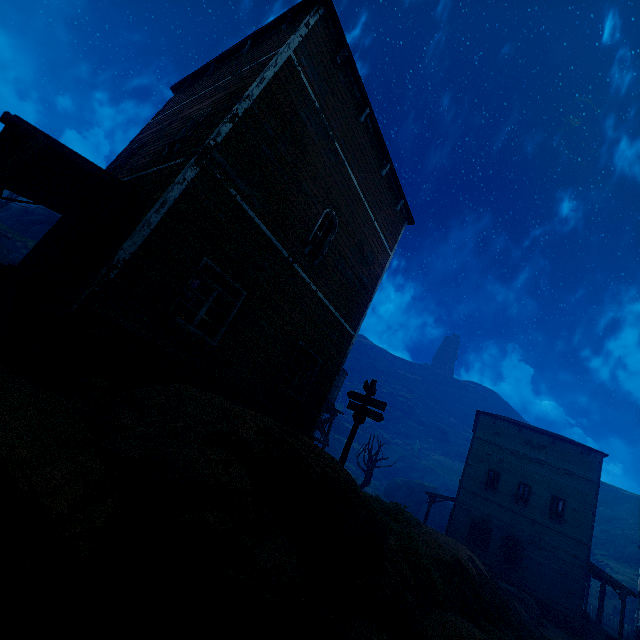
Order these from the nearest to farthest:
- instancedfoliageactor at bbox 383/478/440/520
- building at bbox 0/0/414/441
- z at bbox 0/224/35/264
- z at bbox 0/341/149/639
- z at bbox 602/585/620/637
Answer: z at bbox 0/341/149/639 → building at bbox 0/0/414/441 → z at bbox 0/224/35/264 → z at bbox 602/585/620/637 → instancedfoliageactor at bbox 383/478/440/520

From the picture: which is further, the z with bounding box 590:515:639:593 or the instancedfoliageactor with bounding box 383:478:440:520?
the instancedfoliageactor with bounding box 383:478:440:520

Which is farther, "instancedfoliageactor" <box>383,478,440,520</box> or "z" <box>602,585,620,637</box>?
"instancedfoliageactor" <box>383,478,440,520</box>

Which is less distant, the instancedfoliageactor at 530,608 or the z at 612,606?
the instancedfoliageactor at 530,608

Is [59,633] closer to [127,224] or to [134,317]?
[134,317]

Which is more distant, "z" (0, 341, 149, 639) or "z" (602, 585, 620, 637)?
"z" (602, 585, 620, 637)

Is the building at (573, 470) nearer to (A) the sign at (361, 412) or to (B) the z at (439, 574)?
(B) the z at (439, 574)

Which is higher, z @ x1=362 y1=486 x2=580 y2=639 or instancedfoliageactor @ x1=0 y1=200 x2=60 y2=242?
instancedfoliageactor @ x1=0 y1=200 x2=60 y2=242
